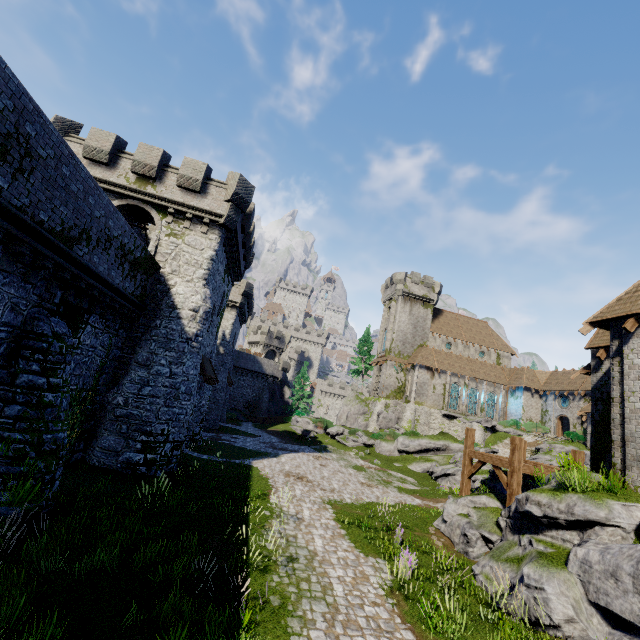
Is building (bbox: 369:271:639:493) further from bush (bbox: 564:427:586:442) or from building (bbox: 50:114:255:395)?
building (bbox: 50:114:255:395)

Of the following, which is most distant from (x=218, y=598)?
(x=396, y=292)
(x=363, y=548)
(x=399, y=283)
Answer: (x=399, y=283)

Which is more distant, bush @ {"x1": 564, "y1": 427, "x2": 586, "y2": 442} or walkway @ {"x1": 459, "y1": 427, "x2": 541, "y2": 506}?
bush @ {"x1": 564, "y1": 427, "x2": 586, "y2": 442}

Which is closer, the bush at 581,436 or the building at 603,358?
the building at 603,358

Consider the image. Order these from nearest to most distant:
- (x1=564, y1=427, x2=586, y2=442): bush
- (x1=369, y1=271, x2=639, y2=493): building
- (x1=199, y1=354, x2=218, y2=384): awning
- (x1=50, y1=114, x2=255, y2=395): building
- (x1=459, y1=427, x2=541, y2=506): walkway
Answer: (x1=369, y1=271, x2=639, y2=493): building
(x1=459, y1=427, x2=541, y2=506): walkway
(x1=50, y1=114, x2=255, y2=395): building
(x1=199, y1=354, x2=218, y2=384): awning
(x1=564, y1=427, x2=586, y2=442): bush

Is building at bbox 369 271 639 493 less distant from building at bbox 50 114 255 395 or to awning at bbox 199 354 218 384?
building at bbox 50 114 255 395

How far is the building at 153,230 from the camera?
17.8 meters

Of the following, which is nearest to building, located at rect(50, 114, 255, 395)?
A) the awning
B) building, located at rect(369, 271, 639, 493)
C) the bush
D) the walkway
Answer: the awning
